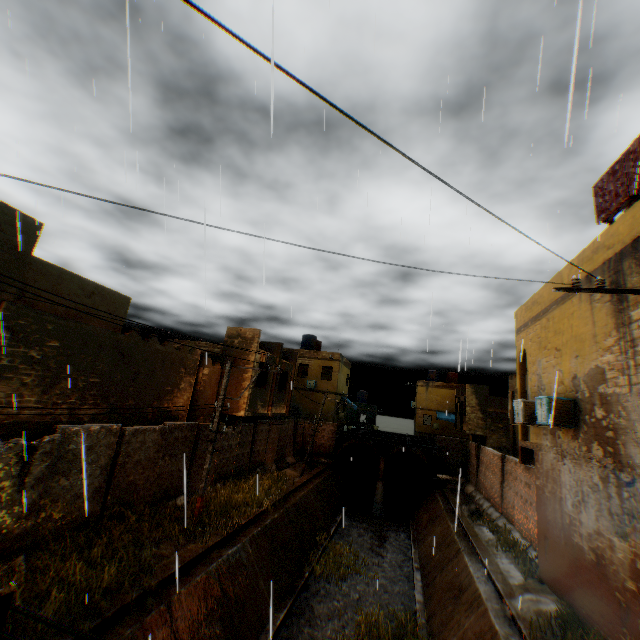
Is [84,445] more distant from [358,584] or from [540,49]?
[358,584]

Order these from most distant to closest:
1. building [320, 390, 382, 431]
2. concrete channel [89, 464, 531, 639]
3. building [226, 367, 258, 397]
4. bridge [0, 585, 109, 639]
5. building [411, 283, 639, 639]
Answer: building [320, 390, 382, 431], building [226, 367, 258, 397], concrete channel [89, 464, 531, 639], building [411, 283, 639, 639], bridge [0, 585, 109, 639]

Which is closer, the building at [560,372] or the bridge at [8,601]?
the bridge at [8,601]

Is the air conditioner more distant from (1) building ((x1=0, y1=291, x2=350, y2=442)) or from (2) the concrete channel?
(2) the concrete channel

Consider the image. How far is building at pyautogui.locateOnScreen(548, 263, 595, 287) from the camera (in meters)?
8.73

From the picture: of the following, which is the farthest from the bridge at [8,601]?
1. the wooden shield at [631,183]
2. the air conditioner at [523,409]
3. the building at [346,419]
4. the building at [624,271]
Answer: the building at [346,419]

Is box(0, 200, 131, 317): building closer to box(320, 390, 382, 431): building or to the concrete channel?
the concrete channel

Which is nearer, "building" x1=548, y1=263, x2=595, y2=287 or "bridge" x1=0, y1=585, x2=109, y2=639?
"bridge" x1=0, y1=585, x2=109, y2=639
